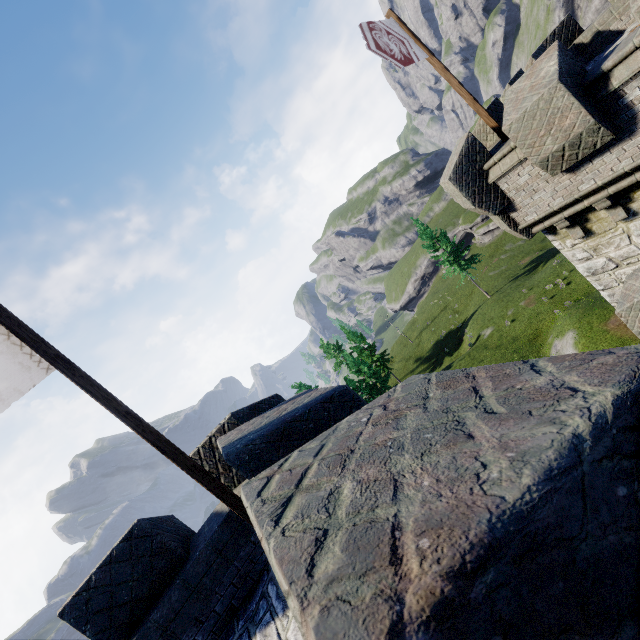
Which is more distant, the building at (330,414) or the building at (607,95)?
→ the building at (607,95)

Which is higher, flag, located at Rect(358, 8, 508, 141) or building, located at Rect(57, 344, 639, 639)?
flag, located at Rect(358, 8, 508, 141)

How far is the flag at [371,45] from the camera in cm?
739

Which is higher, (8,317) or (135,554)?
(8,317)

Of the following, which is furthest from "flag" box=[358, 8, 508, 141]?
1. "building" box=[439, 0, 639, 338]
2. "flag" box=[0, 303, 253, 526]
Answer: "flag" box=[0, 303, 253, 526]

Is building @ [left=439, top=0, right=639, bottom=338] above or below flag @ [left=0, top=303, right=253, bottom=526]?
below

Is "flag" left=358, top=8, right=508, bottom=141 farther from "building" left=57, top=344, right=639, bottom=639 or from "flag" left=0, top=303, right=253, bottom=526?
"flag" left=0, top=303, right=253, bottom=526
